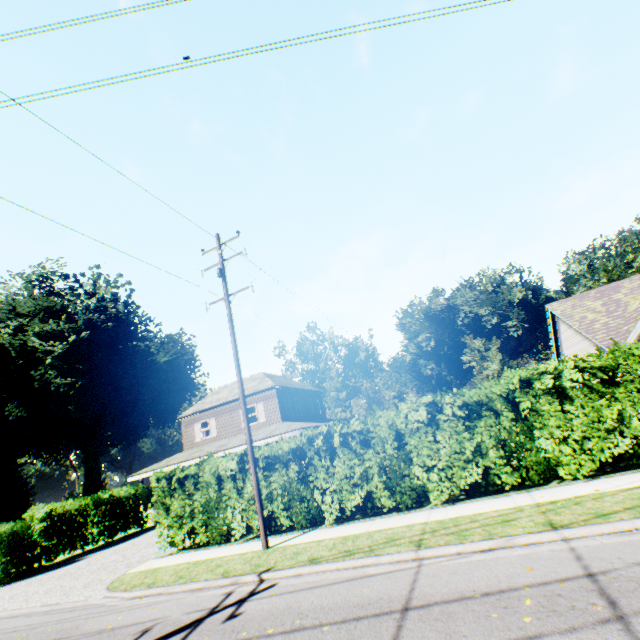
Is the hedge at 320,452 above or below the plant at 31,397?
below

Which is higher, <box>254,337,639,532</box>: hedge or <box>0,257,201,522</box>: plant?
<box>0,257,201,522</box>: plant

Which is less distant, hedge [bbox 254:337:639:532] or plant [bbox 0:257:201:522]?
hedge [bbox 254:337:639:532]

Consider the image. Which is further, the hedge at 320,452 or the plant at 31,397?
the plant at 31,397

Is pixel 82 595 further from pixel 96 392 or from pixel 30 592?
pixel 96 392
